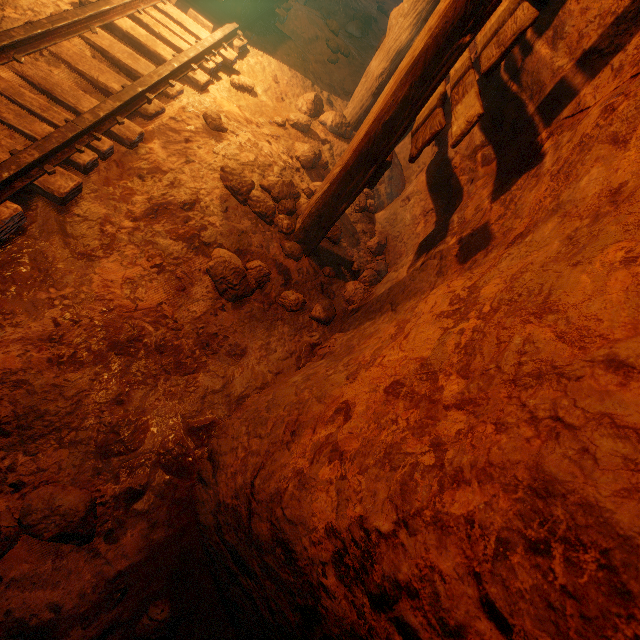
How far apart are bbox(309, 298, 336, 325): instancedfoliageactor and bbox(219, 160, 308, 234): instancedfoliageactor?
0.3 meters

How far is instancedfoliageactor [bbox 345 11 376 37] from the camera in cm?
631

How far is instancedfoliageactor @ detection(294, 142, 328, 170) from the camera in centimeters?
353cm

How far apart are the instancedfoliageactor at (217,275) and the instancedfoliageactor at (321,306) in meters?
0.2

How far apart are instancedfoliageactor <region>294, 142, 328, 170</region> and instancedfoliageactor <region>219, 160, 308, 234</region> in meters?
0.3 m

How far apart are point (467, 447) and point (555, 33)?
2.6m

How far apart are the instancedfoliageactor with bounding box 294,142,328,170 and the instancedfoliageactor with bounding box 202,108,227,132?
0.8m

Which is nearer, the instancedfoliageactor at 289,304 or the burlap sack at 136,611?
the burlap sack at 136,611
